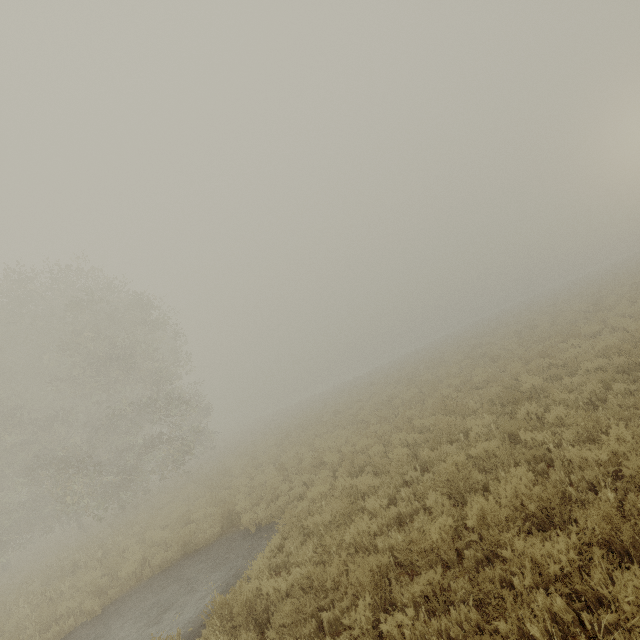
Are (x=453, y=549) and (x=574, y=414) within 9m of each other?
yes
